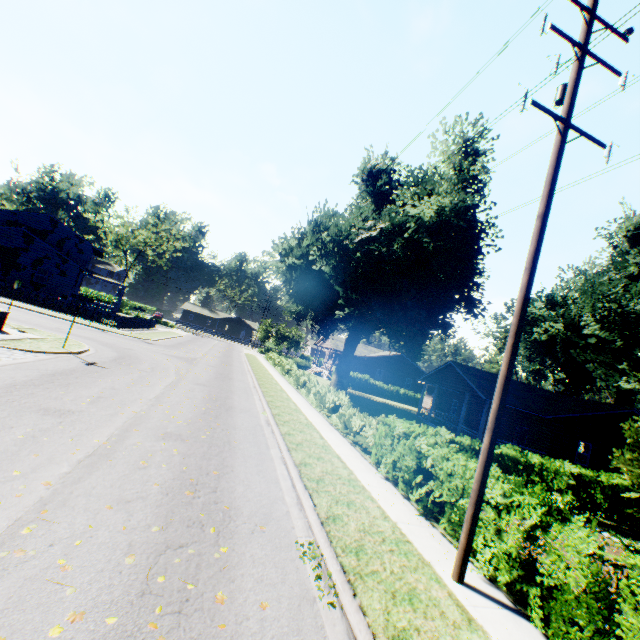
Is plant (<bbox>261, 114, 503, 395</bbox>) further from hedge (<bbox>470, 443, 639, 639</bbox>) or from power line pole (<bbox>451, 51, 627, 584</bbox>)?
power line pole (<bbox>451, 51, 627, 584</bbox>)

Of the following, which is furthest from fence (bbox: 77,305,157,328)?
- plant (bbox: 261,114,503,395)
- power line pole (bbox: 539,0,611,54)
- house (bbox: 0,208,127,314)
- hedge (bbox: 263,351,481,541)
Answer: power line pole (bbox: 539,0,611,54)

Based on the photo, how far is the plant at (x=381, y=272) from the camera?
22.2 meters

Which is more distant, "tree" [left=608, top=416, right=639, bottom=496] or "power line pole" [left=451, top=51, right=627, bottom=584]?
"tree" [left=608, top=416, right=639, bottom=496]

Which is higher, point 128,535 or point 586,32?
point 586,32

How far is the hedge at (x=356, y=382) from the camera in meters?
42.5

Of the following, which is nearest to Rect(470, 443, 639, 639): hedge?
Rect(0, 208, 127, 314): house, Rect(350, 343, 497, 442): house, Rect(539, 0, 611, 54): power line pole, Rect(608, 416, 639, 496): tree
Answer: Rect(608, 416, 639, 496): tree

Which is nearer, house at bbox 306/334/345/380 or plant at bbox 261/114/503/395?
plant at bbox 261/114/503/395
